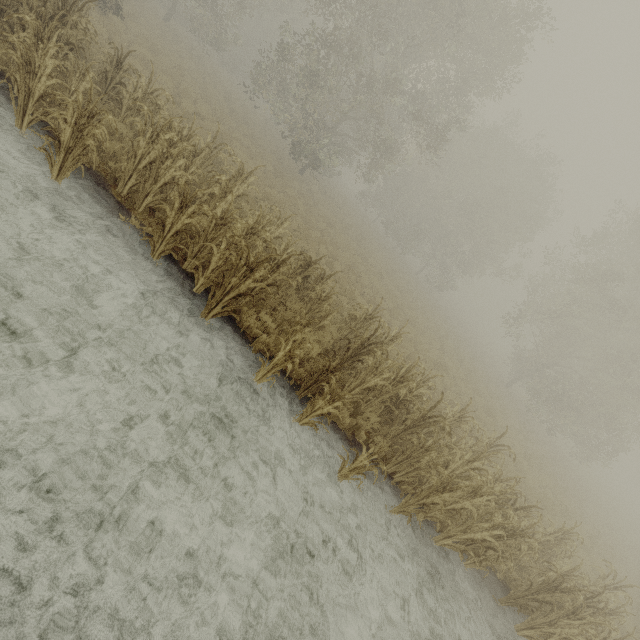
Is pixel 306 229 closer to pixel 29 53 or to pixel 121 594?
pixel 29 53

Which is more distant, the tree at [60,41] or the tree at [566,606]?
the tree at [566,606]

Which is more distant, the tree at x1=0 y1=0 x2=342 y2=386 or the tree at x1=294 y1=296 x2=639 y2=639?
the tree at x1=294 y1=296 x2=639 y2=639
